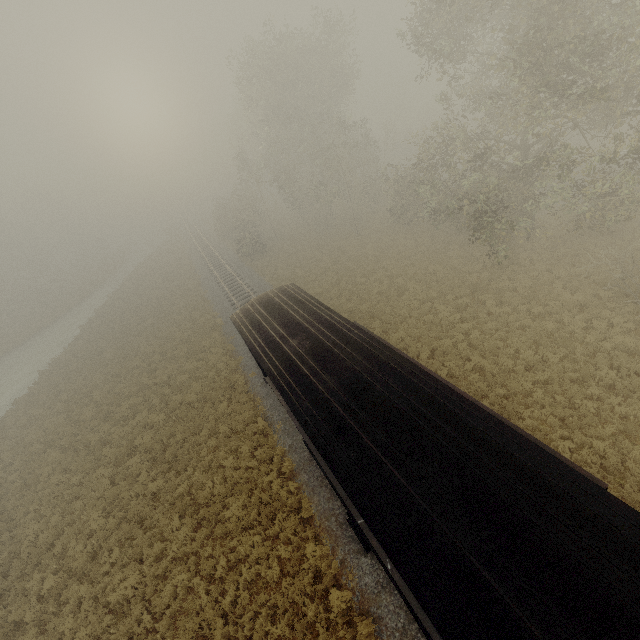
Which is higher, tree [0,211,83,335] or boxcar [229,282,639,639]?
tree [0,211,83,335]

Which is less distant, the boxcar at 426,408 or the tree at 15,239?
the boxcar at 426,408

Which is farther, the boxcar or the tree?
the tree

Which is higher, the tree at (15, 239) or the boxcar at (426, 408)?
the tree at (15, 239)

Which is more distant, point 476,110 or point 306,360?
point 476,110
